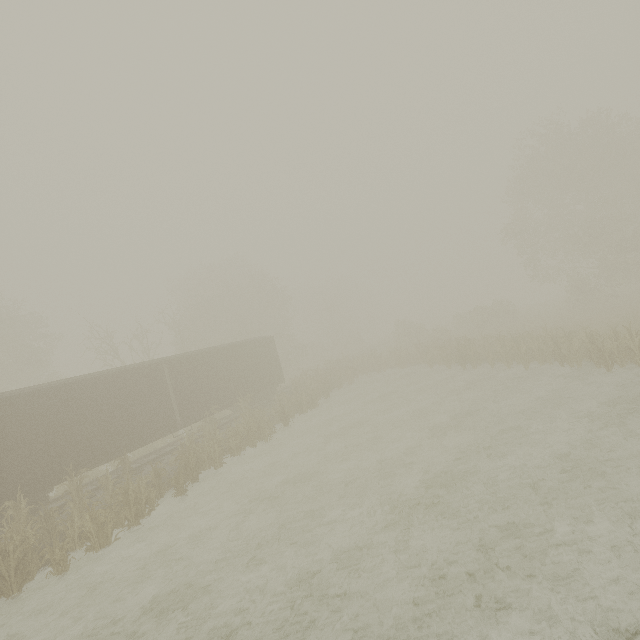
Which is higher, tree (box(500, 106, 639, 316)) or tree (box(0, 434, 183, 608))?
tree (box(500, 106, 639, 316))

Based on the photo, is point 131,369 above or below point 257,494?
above

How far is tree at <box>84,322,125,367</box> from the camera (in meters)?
23.77

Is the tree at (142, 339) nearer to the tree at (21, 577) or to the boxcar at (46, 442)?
the boxcar at (46, 442)

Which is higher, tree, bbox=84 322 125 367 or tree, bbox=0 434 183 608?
tree, bbox=84 322 125 367

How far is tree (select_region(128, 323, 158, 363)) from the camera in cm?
2562

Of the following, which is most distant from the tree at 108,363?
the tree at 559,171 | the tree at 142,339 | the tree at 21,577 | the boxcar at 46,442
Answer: the tree at 559,171

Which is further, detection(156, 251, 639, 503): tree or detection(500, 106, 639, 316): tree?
detection(500, 106, 639, 316): tree
